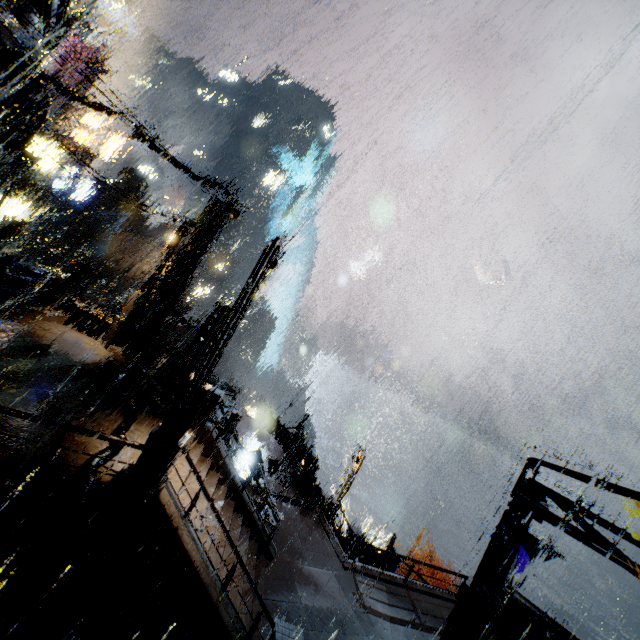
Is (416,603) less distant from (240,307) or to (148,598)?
(148,598)

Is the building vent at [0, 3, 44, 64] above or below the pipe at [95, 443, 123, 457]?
above

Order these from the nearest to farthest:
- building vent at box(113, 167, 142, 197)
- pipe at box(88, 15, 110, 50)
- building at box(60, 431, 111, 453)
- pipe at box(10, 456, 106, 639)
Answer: pipe at box(10, 456, 106, 639)
building at box(60, 431, 111, 453)
building vent at box(113, 167, 142, 197)
pipe at box(88, 15, 110, 50)

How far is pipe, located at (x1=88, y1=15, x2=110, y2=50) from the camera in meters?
53.2 m

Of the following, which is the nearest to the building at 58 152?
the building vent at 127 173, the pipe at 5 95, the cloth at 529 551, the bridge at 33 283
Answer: the bridge at 33 283

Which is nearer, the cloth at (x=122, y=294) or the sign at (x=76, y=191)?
the sign at (x=76, y=191)

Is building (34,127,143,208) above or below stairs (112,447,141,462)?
above
